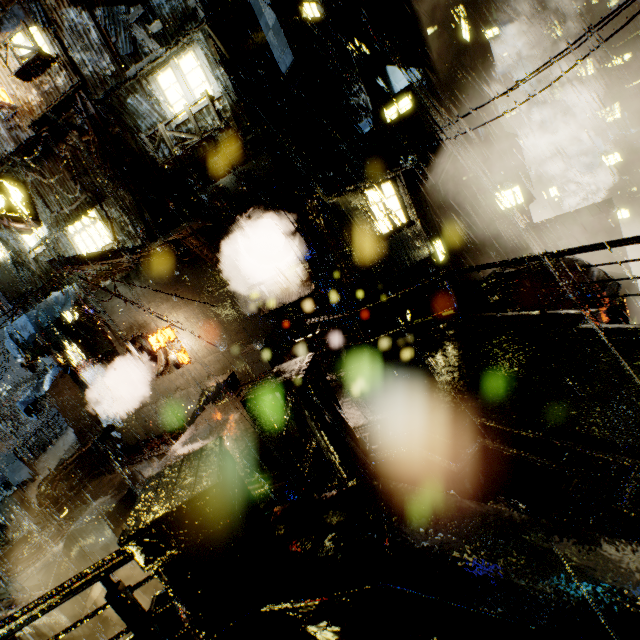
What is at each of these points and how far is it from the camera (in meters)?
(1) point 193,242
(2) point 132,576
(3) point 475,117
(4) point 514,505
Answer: (1) building, 14.11
(2) building, 8.99
(3) building, 21.98
(4) gear, 4.49

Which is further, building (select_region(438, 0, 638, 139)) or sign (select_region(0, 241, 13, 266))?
building (select_region(438, 0, 638, 139))

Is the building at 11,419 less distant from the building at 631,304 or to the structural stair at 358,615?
the structural stair at 358,615

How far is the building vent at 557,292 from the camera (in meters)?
12.48

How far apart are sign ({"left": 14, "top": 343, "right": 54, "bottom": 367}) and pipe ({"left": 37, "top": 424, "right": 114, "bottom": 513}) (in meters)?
4.91

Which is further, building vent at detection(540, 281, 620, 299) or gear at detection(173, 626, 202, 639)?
building vent at detection(540, 281, 620, 299)

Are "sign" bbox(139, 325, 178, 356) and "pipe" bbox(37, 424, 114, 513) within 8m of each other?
yes
